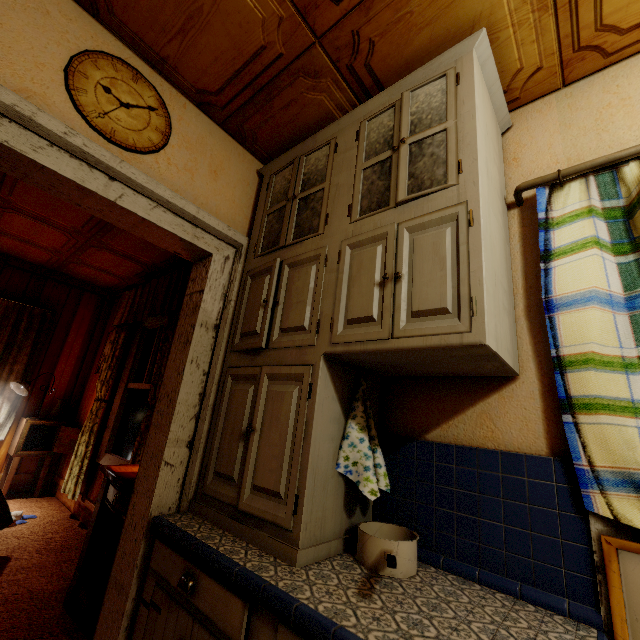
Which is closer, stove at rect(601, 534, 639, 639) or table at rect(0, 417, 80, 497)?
stove at rect(601, 534, 639, 639)

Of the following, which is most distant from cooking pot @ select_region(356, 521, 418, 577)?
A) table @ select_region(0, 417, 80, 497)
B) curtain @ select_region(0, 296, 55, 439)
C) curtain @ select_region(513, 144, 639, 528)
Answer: curtain @ select_region(0, 296, 55, 439)

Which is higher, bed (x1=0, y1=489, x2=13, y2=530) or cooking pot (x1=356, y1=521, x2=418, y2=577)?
cooking pot (x1=356, y1=521, x2=418, y2=577)

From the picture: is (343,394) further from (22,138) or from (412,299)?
(22,138)

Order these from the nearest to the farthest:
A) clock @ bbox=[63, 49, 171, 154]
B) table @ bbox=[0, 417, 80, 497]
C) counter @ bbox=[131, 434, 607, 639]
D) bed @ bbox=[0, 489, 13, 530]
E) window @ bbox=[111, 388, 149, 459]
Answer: counter @ bbox=[131, 434, 607, 639] → clock @ bbox=[63, 49, 171, 154] → bed @ bbox=[0, 489, 13, 530] → window @ bbox=[111, 388, 149, 459] → table @ bbox=[0, 417, 80, 497]

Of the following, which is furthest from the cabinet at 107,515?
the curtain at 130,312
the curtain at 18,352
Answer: the curtain at 18,352

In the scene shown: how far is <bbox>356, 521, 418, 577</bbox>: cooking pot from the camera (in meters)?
1.09

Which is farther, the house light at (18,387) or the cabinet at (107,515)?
the house light at (18,387)
